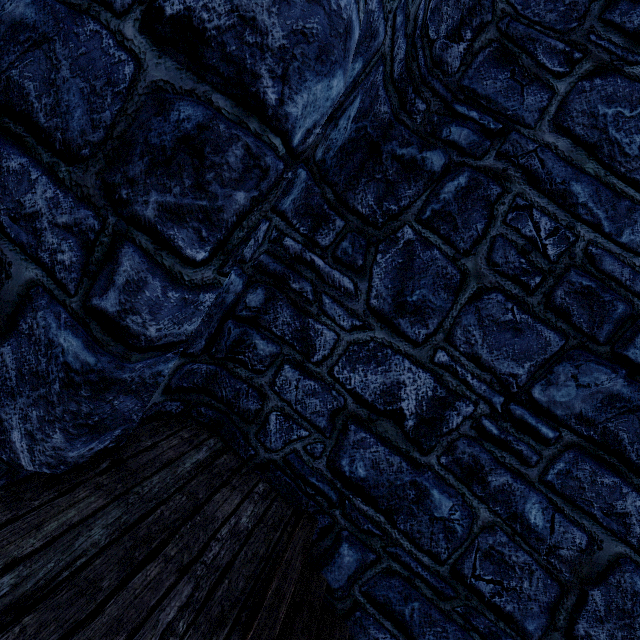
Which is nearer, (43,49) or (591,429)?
(43,49)
